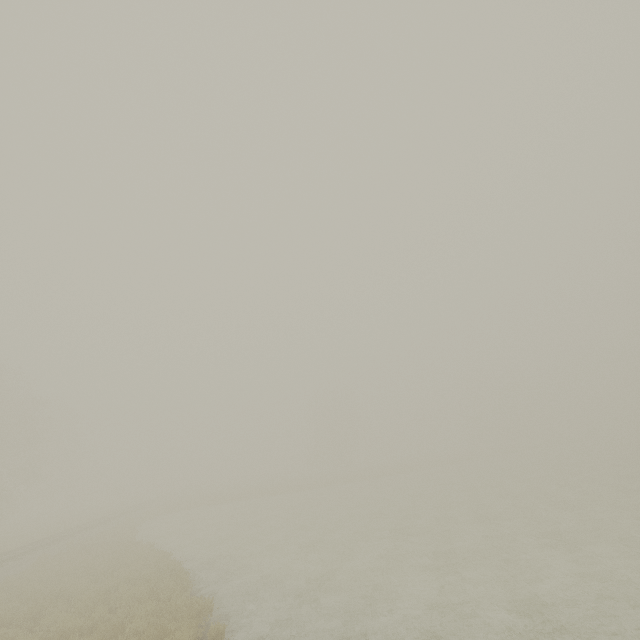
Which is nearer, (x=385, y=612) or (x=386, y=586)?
(x=385, y=612)
